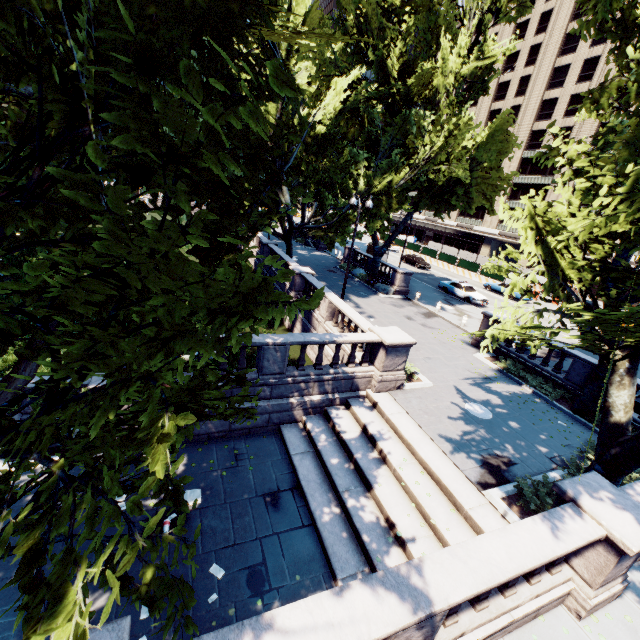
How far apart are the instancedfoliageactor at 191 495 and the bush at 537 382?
14.9 meters

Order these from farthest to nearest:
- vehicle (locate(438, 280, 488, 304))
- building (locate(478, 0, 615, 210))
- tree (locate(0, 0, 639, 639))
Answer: building (locate(478, 0, 615, 210)) → vehicle (locate(438, 280, 488, 304)) → tree (locate(0, 0, 639, 639))

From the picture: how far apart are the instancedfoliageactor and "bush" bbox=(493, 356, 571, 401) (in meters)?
14.87

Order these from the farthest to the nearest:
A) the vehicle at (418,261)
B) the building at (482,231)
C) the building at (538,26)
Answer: the building at (482,231) → the building at (538,26) → the vehicle at (418,261)

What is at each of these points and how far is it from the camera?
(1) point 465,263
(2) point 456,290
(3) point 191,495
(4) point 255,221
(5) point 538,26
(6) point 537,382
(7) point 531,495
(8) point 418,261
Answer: (1) fence, 43.5m
(2) vehicle, 30.6m
(3) instancedfoliageactor, 9.3m
(4) tree, 28.3m
(5) building, 50.4m
(6) bush, 16.0m
(7) bush, 9.0m
(8) vehicle, 43.1m

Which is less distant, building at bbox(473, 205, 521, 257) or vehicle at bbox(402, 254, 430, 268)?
vehicle at bbox(402, 254, 430, 268)

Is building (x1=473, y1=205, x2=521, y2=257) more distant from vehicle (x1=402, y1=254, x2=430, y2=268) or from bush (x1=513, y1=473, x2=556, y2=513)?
bush (x1=513, y1=473, x2=556, y2=513)

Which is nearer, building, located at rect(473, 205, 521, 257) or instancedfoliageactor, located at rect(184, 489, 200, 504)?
instancedfoliageactor, located at rect(184, 489, 200, 504)
